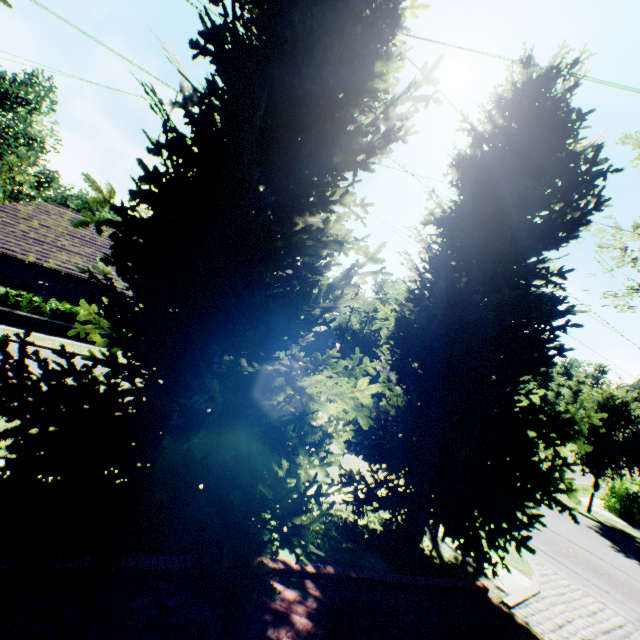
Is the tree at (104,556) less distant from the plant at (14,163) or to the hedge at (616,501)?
the hedge at (616,501)

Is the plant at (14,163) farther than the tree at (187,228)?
Yes

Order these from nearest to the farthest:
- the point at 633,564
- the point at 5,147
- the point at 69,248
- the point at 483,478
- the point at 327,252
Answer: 1. the point at 327,252
2. the point at 483,478
3. the point at 633,564
4. the point at 69,248
5. the point at 5,147

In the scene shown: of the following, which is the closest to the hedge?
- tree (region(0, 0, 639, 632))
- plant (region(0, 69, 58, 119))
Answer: tree (region(0, 0, 639, 632))

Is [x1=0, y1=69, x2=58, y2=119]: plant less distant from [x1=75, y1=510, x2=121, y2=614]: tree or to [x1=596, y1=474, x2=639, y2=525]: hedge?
[x1=75, y1=510, x2=121, y2=614]: tree

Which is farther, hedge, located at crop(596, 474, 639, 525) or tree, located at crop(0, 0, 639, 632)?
hedge, located at crop(596, 474, 639, 525)

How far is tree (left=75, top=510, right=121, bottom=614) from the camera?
2.69m
